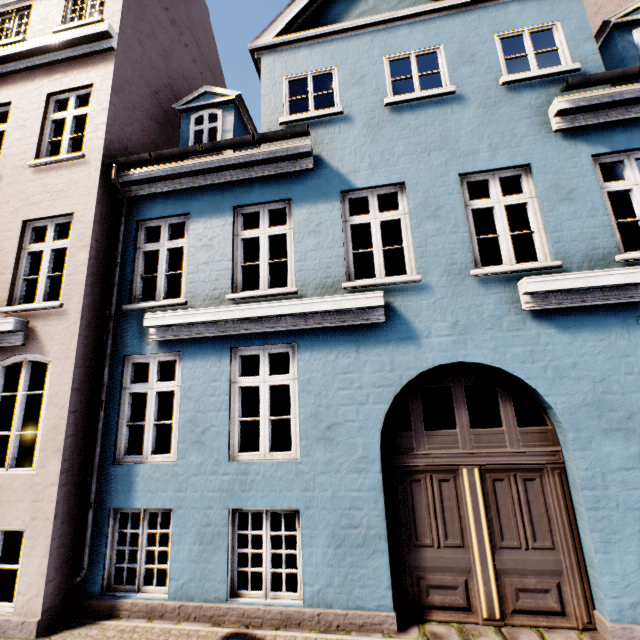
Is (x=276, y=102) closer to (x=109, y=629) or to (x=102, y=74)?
(x=102, y=74)
